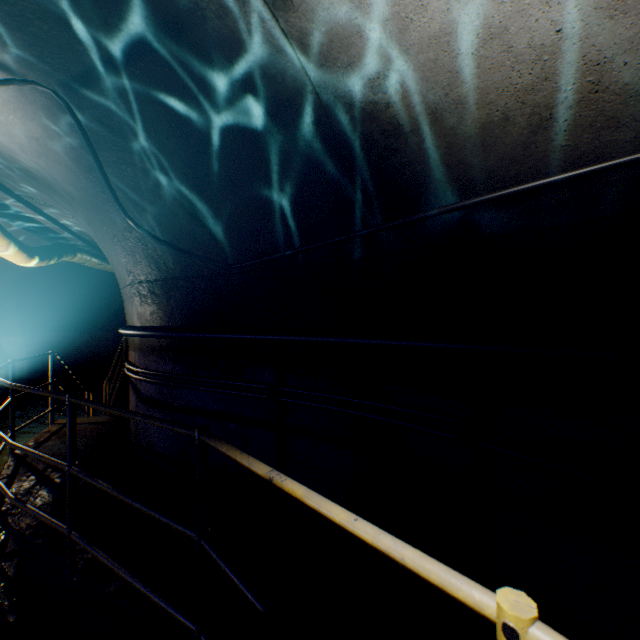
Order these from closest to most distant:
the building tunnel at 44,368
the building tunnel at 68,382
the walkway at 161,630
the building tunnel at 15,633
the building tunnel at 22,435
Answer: the walkway at 161,630
the building tunnel at 15,633
the building tunnel at 22,435
the building tunnel at 44,368
the building tunnel at 68,382

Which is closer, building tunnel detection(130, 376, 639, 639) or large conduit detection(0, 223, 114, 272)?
building tunnel detection(130, 376, 639, 639)

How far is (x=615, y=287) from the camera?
1.5m

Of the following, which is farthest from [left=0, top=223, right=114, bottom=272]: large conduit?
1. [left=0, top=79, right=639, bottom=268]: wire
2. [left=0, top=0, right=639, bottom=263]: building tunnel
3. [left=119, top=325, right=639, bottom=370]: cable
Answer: [left=119, top=325, right=639, bottom=370]: cable

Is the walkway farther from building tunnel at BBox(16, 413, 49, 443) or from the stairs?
the stairs

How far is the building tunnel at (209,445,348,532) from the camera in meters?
2.9

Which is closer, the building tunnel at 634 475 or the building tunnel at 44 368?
the building tunnel at 634 475
